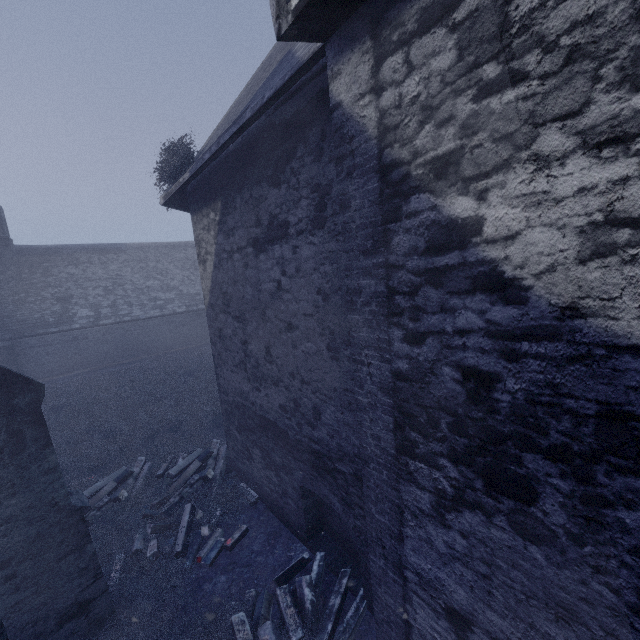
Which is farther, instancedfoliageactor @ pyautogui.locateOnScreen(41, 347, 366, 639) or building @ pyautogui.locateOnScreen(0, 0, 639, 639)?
instancedfoliageactor @ pyautogui.locateOnScreen(41, 347, 366, 639)

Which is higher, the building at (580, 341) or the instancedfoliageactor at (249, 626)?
the building at (580, 341)

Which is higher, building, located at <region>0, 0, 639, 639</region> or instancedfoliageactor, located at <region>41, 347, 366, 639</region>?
building, located at <region>0, 0, 639, 639</region>

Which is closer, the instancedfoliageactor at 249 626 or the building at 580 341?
the building at 580 341

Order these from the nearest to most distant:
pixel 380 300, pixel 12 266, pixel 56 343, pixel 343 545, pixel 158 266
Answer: pixel 380 300, pixel 343 545, pixel 56 343, pixel 12 266, pixel 158 266
